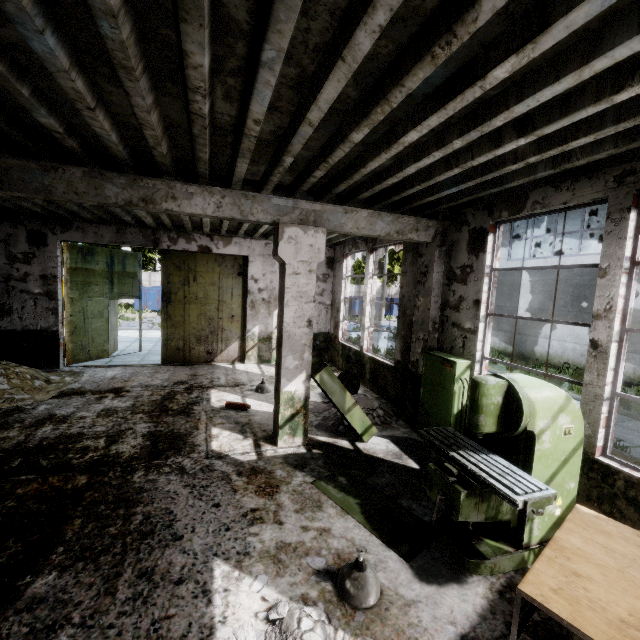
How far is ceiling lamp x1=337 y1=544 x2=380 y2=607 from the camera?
2.94m

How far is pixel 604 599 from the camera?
2.26m

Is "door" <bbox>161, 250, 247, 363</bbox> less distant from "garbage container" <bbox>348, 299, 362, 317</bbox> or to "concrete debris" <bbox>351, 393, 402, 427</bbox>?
"concrete debris" <bbox>351, 393, 402, 427</bbox>

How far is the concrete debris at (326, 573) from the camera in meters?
3.2 m

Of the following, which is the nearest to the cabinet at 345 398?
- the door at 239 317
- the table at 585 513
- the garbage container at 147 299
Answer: → the table at 585 513

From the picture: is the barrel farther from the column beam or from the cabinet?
the column beam

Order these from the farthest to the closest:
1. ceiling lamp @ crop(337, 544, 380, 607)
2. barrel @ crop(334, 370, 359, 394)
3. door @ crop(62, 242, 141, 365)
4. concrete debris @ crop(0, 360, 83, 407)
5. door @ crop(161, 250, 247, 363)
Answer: door @ crop(161, 250, 247, 363) < door @ crop(62, 242, 141, 365) < barrel @ crop(334, 370, 359, 394) < concrete debris @ crop(0, 360, 83, 407) < ceiling lamp @ crop(337, 544, 380, 607)

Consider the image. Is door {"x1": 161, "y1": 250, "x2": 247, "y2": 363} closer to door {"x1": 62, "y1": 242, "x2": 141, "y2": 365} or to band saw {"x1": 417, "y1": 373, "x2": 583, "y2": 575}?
door {"x1": 62, "y1": 242, "x2": 141, "y2": 365}
